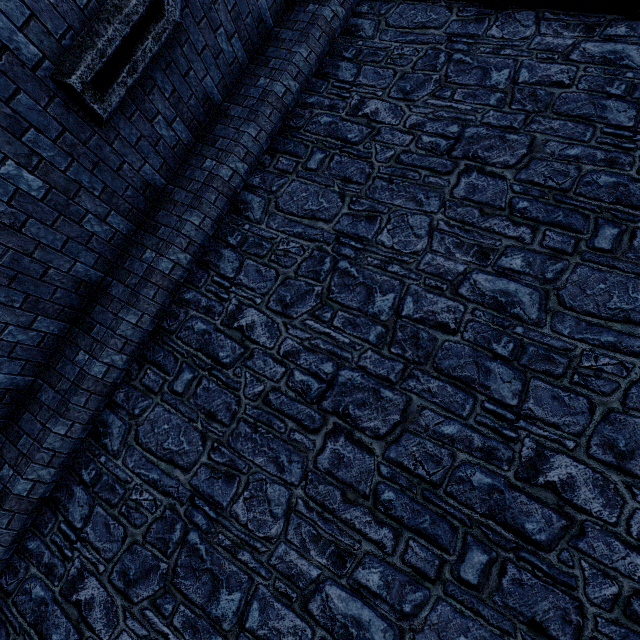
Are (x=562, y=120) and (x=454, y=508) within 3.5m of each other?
no
